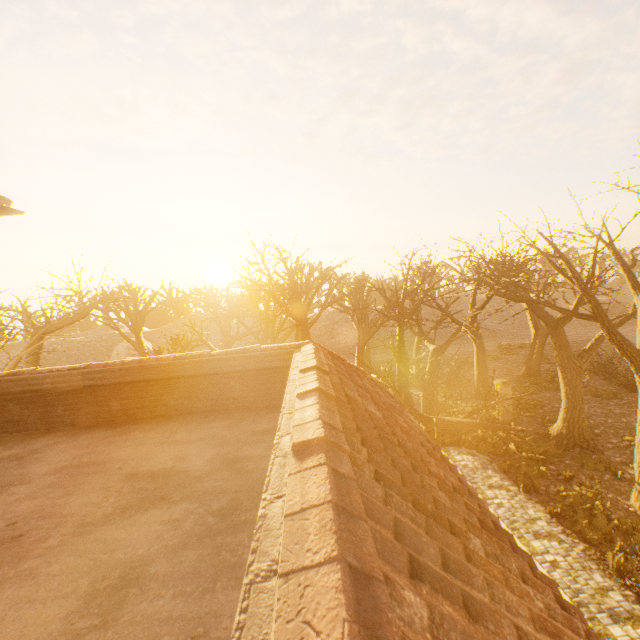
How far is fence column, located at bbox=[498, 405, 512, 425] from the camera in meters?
18.1 m

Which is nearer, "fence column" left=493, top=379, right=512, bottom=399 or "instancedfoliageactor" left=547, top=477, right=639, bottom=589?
"instancedfoliageactor" left=547, top=477, right=639, bottom=589

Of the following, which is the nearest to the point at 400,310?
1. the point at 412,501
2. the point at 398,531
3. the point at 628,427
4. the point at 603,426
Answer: the point at 412,501

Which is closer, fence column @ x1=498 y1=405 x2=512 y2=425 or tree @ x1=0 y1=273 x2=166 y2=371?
tree @ x1=0 y1=273 x2=166 y2=371

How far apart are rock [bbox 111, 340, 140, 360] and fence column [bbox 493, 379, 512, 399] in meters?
37.7

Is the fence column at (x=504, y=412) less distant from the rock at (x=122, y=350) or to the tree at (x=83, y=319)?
the tree at (x=83, y=319)

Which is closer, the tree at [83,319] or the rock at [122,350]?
the tree at [83,319]
